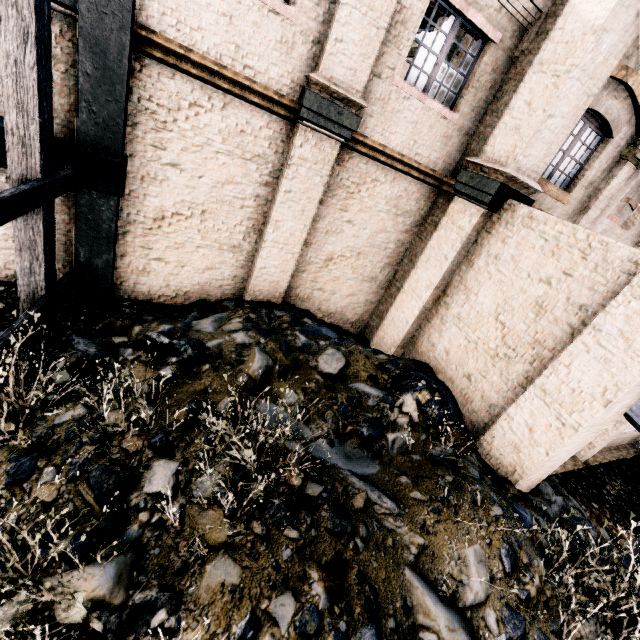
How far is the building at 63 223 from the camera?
6.5 meters

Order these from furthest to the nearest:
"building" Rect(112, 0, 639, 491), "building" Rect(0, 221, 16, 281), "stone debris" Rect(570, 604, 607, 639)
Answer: "building" Rect(0, 221, 16, 281) < "building" Rect(112, 0, 639, 491) < "stone debris" Rect(570, 604, 607, 639)

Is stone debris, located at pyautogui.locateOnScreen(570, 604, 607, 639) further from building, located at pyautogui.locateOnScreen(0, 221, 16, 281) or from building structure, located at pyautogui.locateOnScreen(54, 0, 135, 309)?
building structure, located at pyautogui.locateOnScreen(54, 0, 135, 309)

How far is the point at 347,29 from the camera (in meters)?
6.38

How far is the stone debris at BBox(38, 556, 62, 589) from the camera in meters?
3.5

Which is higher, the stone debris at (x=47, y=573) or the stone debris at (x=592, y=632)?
the stone debris at (x=592, y=632)

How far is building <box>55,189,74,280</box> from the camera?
6.5 meters

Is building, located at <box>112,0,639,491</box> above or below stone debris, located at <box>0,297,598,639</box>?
above
